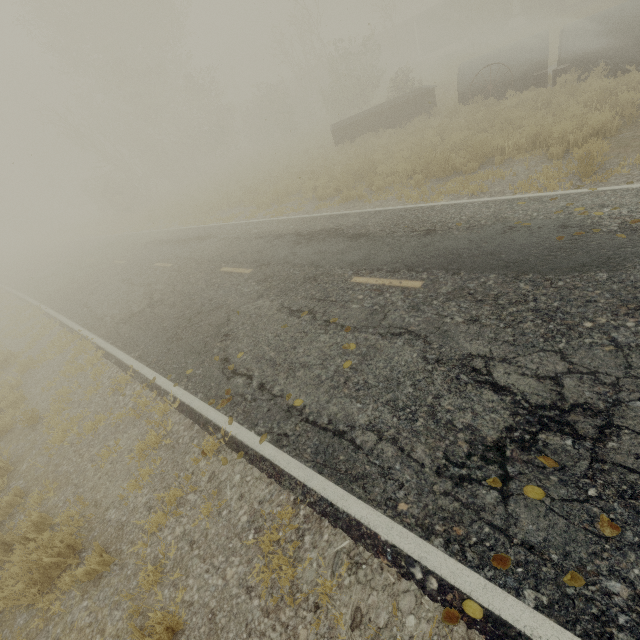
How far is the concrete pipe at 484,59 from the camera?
13.6 meters

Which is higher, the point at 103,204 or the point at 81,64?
the point at 81,64

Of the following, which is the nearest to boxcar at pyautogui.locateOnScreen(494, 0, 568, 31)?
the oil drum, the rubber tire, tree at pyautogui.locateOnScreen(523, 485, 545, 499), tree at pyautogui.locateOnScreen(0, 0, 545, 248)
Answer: tree at pyautogui.locateOnScreen(0, 0, 545, 248)

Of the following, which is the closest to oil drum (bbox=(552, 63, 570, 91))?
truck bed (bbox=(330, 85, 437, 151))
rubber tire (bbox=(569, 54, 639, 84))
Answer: rubber tire (bbox=(569, 54, 639, 84))

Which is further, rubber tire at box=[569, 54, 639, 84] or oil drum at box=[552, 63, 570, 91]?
oil drum at box=[552, 63, 570, 91]

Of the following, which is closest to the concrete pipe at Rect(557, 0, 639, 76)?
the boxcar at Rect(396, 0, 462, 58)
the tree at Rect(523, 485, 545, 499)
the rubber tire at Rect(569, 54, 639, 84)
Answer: the rubber tire at Rect(569, 54, 639, 84)

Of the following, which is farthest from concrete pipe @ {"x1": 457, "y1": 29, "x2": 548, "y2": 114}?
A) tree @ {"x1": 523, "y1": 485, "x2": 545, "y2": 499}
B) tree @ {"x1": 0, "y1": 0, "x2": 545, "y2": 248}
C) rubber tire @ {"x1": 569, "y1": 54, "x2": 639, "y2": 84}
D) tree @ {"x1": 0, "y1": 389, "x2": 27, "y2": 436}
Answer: tree @ {"x1": 0, "y1": 0, "x2": 545, "y2": 248}

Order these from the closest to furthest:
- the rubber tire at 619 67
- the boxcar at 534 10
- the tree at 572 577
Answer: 1. the tree at 572 577
2. the rubber tire at 619 67
3. the boxcar at 534 10
